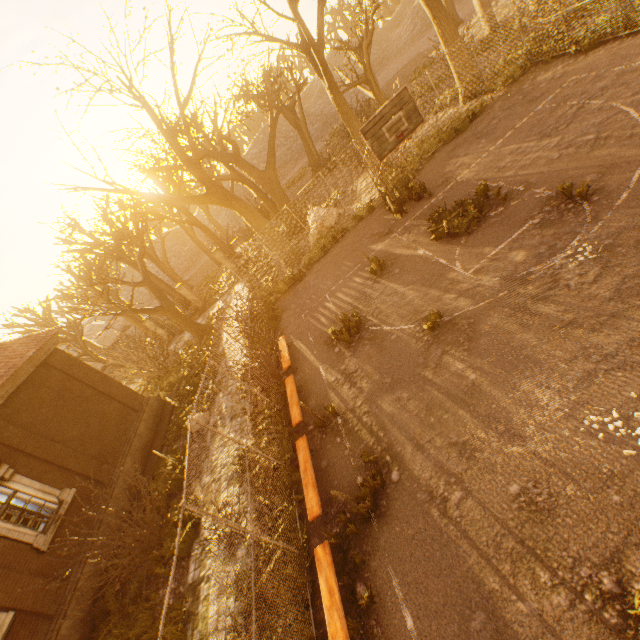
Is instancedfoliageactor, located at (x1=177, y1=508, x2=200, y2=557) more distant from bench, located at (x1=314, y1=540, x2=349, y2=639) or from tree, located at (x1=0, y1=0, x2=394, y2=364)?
tree, located at (x1=0, y1=0, x2=394, y2=364)

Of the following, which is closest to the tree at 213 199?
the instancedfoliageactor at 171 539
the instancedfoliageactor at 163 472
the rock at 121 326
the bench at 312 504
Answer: the bench at 312 504

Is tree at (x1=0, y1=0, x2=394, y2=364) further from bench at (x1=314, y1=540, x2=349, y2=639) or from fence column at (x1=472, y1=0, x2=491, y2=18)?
fence column at (x1=472, y1=0, x2=491, y2=18)

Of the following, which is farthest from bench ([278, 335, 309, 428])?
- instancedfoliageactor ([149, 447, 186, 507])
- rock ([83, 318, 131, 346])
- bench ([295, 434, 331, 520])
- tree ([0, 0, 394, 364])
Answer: rock ([83, 318, 131, 346])

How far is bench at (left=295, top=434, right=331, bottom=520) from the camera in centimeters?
639cm

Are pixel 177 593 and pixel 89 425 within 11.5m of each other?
yes

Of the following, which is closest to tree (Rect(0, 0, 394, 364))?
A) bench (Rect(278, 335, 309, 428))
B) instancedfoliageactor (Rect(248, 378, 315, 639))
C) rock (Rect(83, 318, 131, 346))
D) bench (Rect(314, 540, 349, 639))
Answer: bench (Rect(314, 540, 349, 639))

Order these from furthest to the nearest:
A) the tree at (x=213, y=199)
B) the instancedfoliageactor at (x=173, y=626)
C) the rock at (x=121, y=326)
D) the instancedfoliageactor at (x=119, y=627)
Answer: the rock at (x=121, y=326) < the tree at (x=213, y=199) < the instancedfoliageactor at (x=119, y=627) < the instancedfoliageactor at (x=173, y=626)
